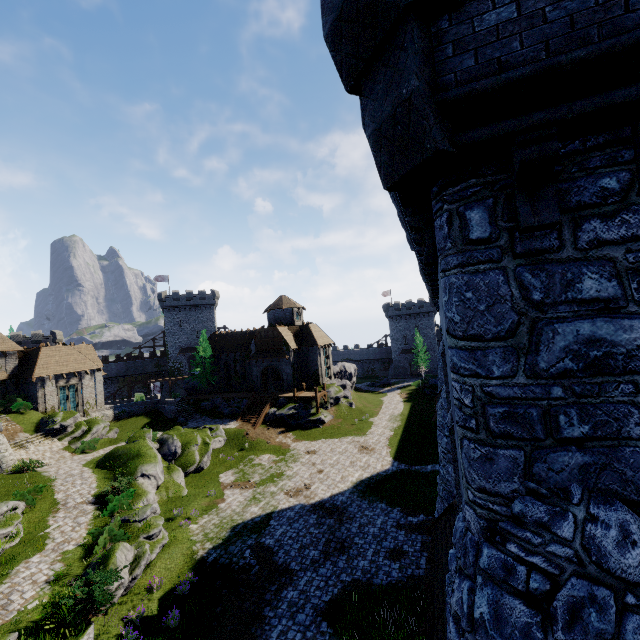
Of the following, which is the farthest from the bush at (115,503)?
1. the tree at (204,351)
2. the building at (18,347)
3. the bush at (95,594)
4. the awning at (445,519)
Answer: the tree at (204,351)

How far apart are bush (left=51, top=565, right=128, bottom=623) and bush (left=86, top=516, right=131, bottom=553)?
2.2m

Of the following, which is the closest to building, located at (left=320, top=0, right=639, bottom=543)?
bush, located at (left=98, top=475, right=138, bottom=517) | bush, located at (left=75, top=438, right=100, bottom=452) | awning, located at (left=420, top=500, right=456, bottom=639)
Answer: awning, located at (left=420, top=500, right=456, bottom=639)

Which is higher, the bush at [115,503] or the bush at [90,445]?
the bush at [90,445]

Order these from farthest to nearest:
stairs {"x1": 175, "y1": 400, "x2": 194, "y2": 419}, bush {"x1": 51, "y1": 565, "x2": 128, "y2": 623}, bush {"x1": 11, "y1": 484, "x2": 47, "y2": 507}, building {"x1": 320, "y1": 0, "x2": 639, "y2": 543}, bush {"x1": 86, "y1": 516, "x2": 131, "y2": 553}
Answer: stairs {"x1": 175, "y1": 400, "x2": 194, "y2": 419} → bush {"x1": 11, "y1": 484, "x2": 47, "y2": 507} → bush {"x1": 86, "y1": 516, "x2": 131, "y2": 553} → bush {"x1": 51, "y1": 565, "x2": 128, "y2": 623} → building {"x1": 320, "y1": 0, "x2": 639, "y2": 543}

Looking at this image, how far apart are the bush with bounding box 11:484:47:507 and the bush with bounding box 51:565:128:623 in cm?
869

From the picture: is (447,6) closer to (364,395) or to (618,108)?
(618,108)

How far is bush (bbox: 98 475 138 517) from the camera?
19.5m
